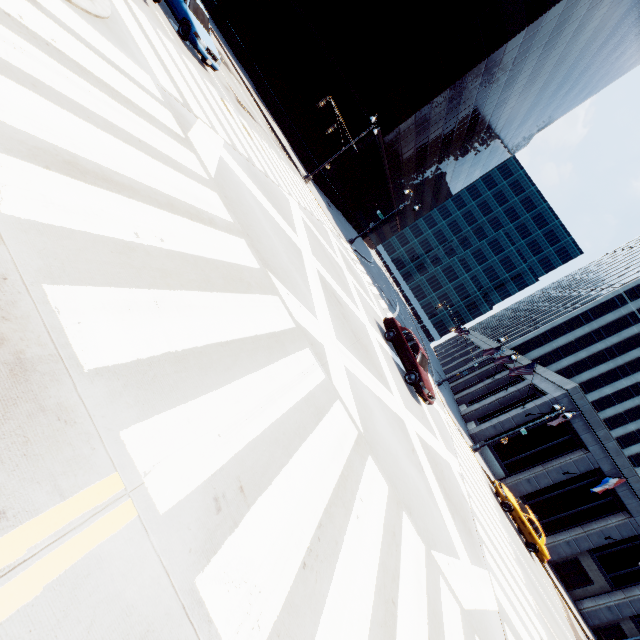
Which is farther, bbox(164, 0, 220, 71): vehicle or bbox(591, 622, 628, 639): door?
bbox(591, 622, 628, 639): door

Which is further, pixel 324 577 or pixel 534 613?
pixel 534 613

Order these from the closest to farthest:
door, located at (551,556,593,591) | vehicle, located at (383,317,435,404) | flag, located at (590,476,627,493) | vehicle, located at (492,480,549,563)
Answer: vehicle, located at (383,317,435,404) → vehicle, located at (492,480,549,563) → flag, located at (590,476,627,493) → door, located at (551,556,593,591)

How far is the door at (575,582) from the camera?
28.4 meters

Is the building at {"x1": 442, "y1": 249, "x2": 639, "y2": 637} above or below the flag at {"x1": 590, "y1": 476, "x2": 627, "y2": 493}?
below

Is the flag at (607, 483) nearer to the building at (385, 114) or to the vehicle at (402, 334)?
the vehicle at (402, 334)

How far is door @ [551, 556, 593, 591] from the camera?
28.4m

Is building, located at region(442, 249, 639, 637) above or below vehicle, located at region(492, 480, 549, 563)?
above
